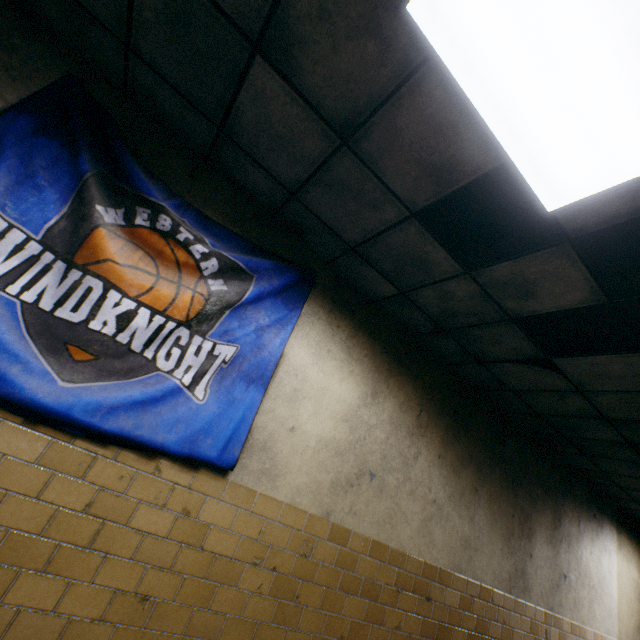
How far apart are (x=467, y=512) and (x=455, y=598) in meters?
0.8

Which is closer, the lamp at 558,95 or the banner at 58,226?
the lamp at 558,95

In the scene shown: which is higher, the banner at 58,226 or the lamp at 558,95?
the lamp at 558,95

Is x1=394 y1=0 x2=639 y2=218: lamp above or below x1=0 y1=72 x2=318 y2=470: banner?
above

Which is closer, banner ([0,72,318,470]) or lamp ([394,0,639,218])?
lamp ([394,0,639,218])
